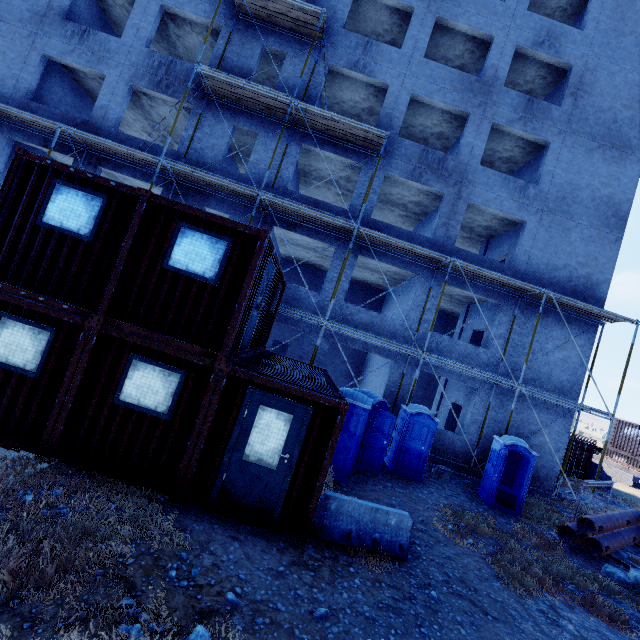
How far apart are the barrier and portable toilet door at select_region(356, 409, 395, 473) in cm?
333

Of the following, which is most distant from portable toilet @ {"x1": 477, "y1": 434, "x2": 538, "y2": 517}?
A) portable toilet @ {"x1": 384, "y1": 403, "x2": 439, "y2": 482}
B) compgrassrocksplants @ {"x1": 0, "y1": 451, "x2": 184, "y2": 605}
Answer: compgrassrocksplants @ {"x1": 0, "y1": 451, "x2": 184, "y2": 605}

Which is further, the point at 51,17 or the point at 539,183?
the point at 539,183

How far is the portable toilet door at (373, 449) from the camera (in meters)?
10.20

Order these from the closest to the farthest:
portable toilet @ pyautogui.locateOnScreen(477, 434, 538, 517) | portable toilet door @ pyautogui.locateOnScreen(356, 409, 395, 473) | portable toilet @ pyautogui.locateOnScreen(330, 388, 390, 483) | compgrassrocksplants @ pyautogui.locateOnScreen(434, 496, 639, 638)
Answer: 1. compgrassrocksplants @ pyautogui.locateOnScreen(434, 496, 639, 638)
2. portable toilet @ pyautogui.locateOnScreen(330, 388, 390, 483)
3. portable toilet door @ pyautogui.locateOnScreen(356, 409, 395, 473)
4. portable toilet @ pyautogui.locateOnScreen(477, 434, 538, 517)

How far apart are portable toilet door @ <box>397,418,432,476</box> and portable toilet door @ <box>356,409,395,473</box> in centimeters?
124cm

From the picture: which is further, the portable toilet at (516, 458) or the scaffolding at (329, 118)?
the scaffolding at (329, 118)

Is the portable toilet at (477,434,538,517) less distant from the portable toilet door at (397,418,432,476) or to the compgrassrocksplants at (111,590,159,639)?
the portable toilet door at (397,418,432,476)
